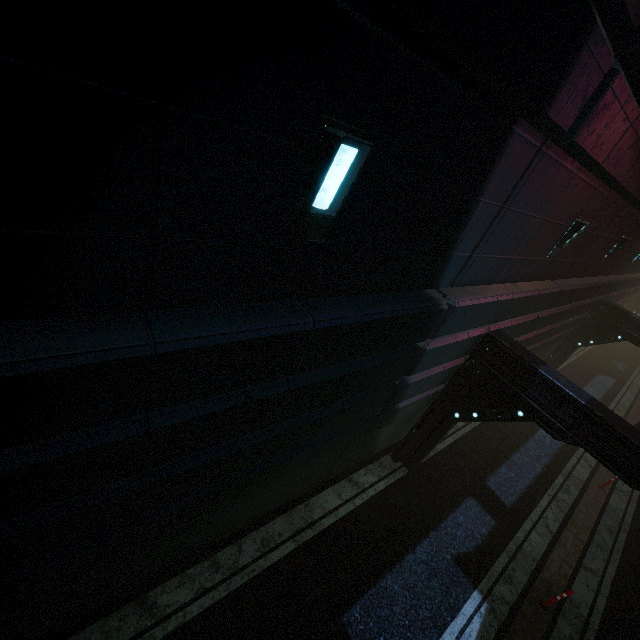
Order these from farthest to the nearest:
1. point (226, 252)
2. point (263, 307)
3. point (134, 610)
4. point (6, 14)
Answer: point (134, 610) → point (263, 307) → point (226, 252) → point (6, 14)
